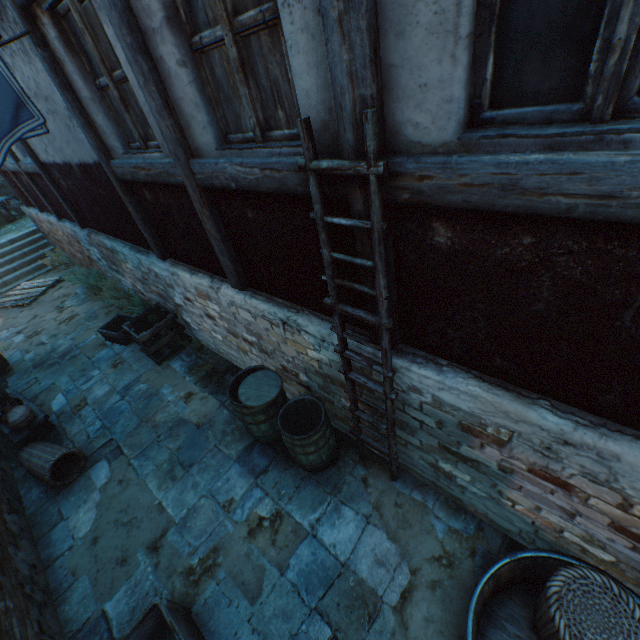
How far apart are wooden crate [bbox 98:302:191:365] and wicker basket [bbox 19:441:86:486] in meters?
1.8 m

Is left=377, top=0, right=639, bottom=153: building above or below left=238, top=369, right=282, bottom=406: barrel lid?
above

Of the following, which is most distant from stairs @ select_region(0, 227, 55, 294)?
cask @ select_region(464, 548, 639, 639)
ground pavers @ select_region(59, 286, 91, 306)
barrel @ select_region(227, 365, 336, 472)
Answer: cask @ select_region(464, 548, 639, 639)

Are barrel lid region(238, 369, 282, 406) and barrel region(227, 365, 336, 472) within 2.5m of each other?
yes

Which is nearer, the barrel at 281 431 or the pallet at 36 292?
the barrel at 281 431

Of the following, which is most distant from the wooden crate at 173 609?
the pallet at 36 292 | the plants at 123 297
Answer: the pallet at 36 292

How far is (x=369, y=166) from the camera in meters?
1.7

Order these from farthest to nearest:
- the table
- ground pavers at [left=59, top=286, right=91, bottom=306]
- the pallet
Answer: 1. the pallet
2. ground pavers at [left=59, top=286, right=91, bottom=306]
3. the table
